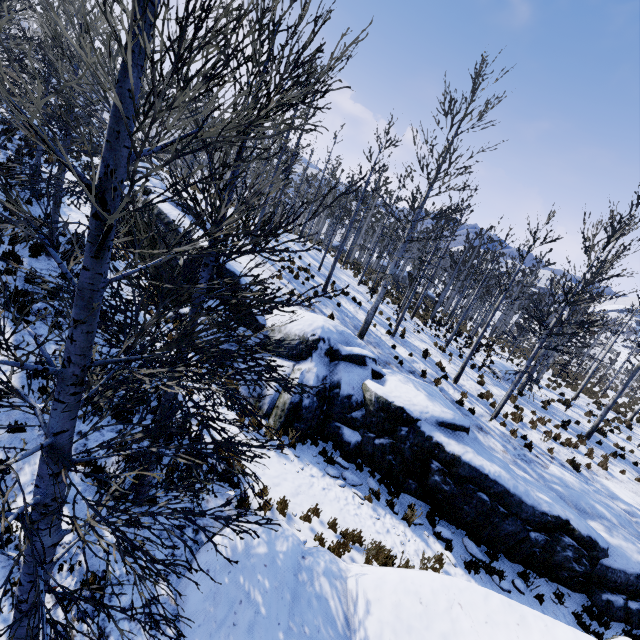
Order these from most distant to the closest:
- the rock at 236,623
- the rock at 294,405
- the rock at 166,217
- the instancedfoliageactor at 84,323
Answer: the rock at 166,217
the rock at 294,405
the rock at 236,623
the instancedfoliageactor at 84,323

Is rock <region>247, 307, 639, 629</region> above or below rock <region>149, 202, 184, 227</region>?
below

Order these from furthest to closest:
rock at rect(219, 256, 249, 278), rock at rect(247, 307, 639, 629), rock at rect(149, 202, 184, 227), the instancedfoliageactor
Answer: rock at rect(149, 202, 184, 227), rock at rect(219, 256, 249, 278), rock at rect(247, 307, 639, 629), the instancedfoliageactor

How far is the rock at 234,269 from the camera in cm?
1218

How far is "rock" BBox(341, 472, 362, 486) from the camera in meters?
9.2

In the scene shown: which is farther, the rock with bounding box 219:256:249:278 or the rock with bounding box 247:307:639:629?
the rock with bounding box 219:256:249:278

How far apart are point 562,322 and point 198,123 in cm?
1370
